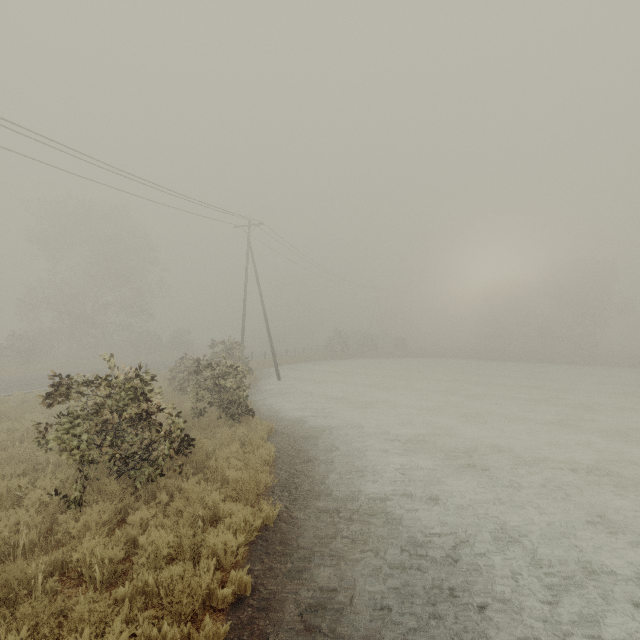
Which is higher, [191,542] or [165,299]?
[165,299]
